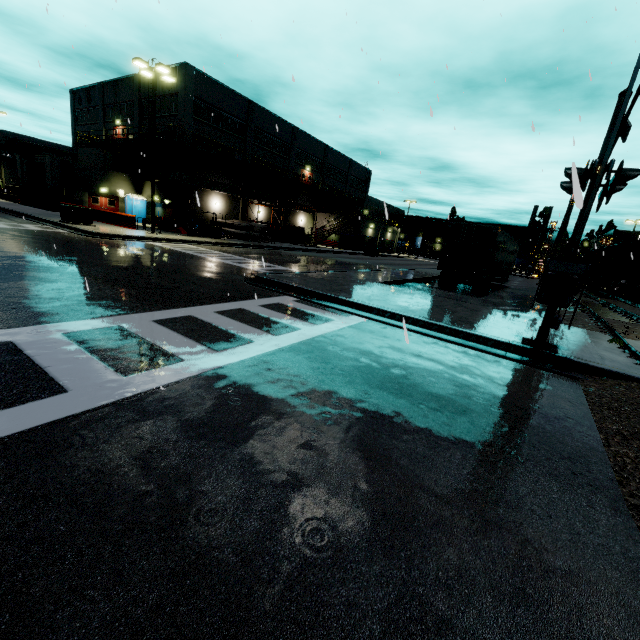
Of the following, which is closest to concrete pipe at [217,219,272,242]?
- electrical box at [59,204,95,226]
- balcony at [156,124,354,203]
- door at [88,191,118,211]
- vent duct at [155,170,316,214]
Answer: vent duct at [155,170,316,214]

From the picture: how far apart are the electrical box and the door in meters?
14.2 m

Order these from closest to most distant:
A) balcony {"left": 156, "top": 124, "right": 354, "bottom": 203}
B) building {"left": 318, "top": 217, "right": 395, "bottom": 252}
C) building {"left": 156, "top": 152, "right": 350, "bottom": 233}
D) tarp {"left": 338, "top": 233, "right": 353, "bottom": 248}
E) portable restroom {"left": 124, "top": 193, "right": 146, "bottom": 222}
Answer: balcony {"left": 156, "top": 124, "right": 354, "bottom": 203} → building {"left": 156, "top": 152, "right": 350, "bottom": 233} → portable restroom {"left": 124, "top": 193, "right": 146, "bottom": 222} → tarp {"left": 338, "top": 233, "right": 353, "bottom": 248} → building {"left": 318, "top": 217, "right": 395, "bottom": 252}

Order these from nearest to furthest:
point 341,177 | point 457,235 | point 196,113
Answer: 1. point 457,235
2. point 196,113
3. point 341,177

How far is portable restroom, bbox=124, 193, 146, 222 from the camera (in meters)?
34.56

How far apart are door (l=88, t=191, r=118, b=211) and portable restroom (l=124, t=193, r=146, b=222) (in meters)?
0.77

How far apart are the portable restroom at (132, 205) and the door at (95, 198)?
0.77m

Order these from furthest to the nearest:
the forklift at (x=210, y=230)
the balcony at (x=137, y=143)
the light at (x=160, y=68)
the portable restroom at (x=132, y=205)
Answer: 1. the portable restroom at (x=132, y=205)
2. the balcony at (x=137, y=143)
3. the forklift at (x=210, y=230)
4. the light at (x=160, y=68)
